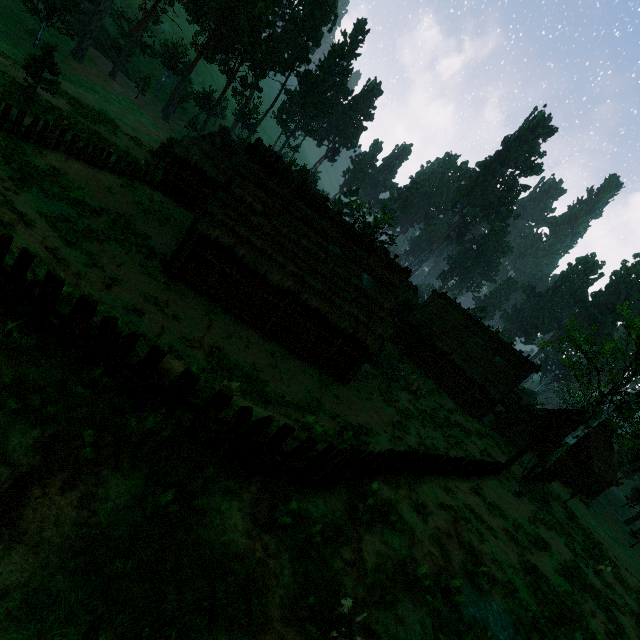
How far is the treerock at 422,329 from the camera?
32.31m

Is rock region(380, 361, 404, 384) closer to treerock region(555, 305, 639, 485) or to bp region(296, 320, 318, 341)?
treerock region(555, 305, 639, 485)

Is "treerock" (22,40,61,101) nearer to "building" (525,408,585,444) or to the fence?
"building" (525,408,585,444)

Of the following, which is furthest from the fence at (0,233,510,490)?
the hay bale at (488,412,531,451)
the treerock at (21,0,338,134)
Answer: the hay bale at (488,412,531,451)

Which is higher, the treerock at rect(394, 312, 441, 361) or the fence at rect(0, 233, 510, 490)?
the treerock at rect(394, 312, 441, 361)

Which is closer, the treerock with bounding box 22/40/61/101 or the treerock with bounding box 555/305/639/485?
the treerock with bounding box 22/40/61/101

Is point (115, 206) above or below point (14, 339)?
below

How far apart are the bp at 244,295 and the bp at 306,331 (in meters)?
3.53
